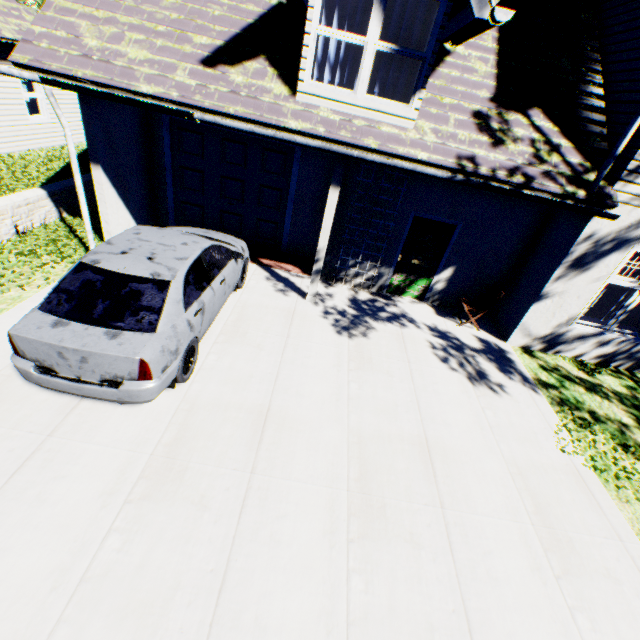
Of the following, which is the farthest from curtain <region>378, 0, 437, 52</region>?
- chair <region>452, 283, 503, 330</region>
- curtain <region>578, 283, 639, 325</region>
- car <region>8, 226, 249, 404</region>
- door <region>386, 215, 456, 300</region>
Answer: curtain <region>578, 283, 639, 325</region>

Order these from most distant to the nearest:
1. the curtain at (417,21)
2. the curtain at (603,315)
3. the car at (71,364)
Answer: the curtain at (603,315) < the curtain at (417,21) < the car at (71,364)

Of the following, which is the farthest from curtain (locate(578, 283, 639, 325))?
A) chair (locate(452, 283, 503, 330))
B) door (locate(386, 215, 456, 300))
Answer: door (locate(386, 215, 456, 300))

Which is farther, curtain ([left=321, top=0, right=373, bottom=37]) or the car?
curtain ([left=321, top=0, right=373, bottom=37])

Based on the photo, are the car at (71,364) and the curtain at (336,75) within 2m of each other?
no

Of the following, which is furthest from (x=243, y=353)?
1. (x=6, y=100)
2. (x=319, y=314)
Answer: (x=6, y=100)

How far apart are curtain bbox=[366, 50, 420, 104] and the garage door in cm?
238

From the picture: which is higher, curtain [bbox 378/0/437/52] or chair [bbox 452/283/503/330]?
curtain [bbox 378/0/437/52]
